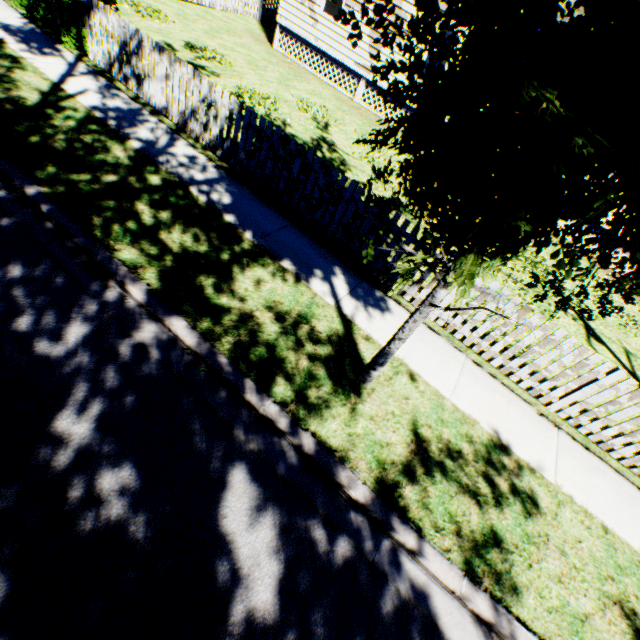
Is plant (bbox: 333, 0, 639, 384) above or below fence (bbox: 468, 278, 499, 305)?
above

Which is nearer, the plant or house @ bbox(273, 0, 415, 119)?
the plant

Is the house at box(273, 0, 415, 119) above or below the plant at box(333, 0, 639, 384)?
below

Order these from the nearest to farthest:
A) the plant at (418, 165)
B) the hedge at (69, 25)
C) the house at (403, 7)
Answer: the plant at (418, 165), the hedge at (69, 25), the house at (403, 7)

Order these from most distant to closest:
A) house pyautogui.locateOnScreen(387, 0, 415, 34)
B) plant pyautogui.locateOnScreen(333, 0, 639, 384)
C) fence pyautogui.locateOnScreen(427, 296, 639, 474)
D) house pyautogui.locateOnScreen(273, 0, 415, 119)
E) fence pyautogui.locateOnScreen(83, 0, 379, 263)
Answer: house pyautogui.locateOnScreen(273, 0, 415, 119) < house pyautogui.locateOnScreen(387, 0, 415, 34) < fence pyautogui.locateOnScreen(83, 0, 379, 263) < fence pyautogui.locateOnScreen(427, 296, 639, 474) < plant pyautogui.locateOnScreen(333, 0, 639, 384)

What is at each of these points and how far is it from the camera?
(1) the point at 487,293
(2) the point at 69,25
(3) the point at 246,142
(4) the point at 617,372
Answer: (1) fence, 5.16m
(2) hedge, 7.26m
(3) fence, 6.38m
(4) fence, 4.68m

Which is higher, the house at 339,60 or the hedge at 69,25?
the house at 339,60

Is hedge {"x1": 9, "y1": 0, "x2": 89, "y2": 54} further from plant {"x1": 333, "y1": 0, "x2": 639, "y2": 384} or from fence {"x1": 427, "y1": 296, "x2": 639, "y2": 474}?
plant {"x1": 333, "y1": 0, "x2": 639, "y2": 384}
